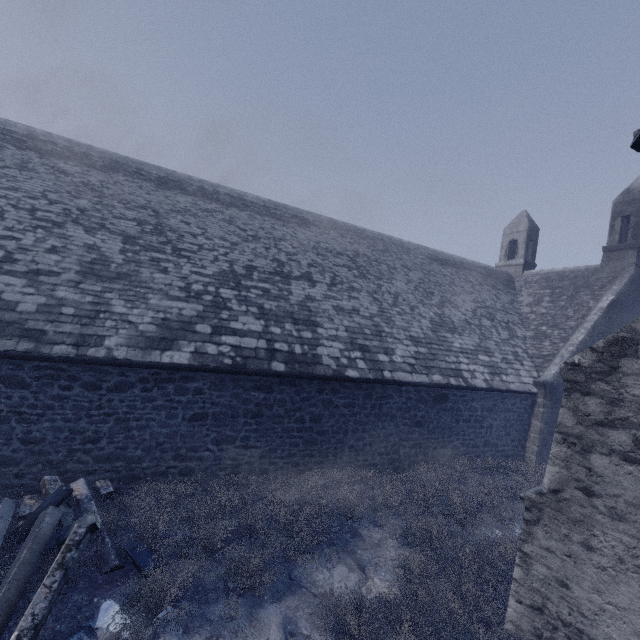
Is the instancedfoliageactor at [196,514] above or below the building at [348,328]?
below

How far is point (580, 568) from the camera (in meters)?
3.94

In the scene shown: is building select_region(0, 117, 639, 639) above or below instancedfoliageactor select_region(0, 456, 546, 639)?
above
